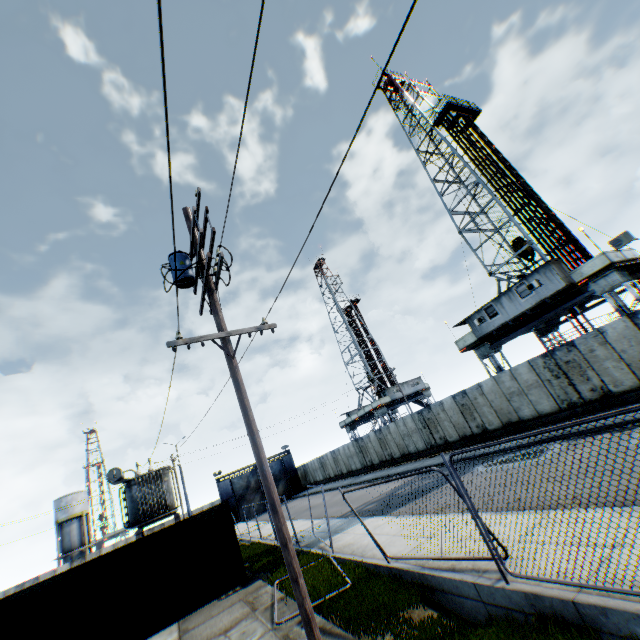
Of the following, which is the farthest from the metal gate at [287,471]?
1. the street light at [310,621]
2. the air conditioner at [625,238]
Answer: the air conditioner at [625,238]

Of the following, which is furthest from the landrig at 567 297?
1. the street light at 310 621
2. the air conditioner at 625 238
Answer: the street light at 310 621

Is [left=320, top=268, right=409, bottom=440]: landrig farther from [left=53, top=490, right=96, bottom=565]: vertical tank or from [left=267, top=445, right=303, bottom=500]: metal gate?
[left=53, top=490, right=96, bottom=565]: vertical tank

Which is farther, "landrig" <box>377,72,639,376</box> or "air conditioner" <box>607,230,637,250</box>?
"landrig" <box>377,72,639,376</box>

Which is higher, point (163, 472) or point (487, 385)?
point (163, 472)

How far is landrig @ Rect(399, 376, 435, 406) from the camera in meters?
46.3 m

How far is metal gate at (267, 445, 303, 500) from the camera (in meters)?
45.81

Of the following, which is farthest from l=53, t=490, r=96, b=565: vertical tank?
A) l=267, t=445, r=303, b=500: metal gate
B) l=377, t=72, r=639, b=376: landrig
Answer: l=377, t=72, r=639, b=376: landrig
